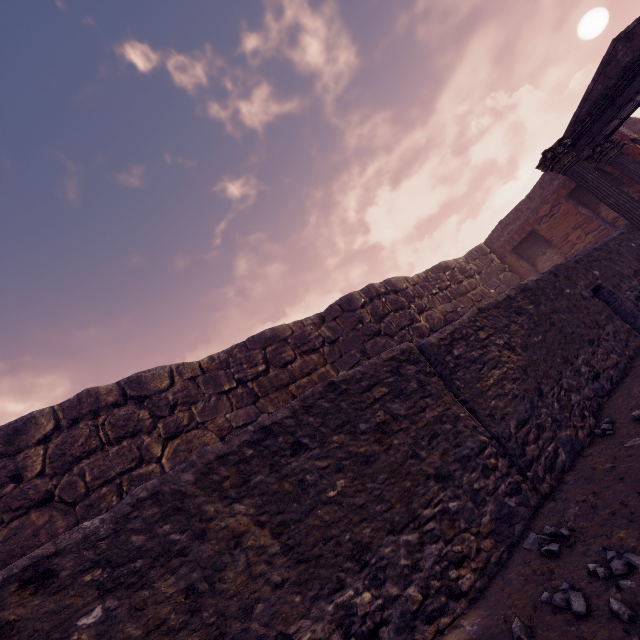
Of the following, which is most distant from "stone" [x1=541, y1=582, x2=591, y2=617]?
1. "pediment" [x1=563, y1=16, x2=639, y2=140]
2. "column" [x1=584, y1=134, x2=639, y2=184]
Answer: "pediment" [x1=563, y1=16, x2=639, y2=140]

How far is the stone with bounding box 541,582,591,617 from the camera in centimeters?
179cm

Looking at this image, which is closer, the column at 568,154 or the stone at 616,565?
the stone at 616,565

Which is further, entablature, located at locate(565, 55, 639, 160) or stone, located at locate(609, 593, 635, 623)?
entablature, located at locate(565, 55, 639, 160)

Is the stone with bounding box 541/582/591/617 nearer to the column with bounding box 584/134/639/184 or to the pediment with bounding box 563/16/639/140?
the column with bounding box 584/134/639/184

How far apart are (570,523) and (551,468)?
0.8m

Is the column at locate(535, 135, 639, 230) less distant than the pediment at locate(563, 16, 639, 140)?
Yes

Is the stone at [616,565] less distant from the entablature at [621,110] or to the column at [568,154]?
the entablature at [621,110]
